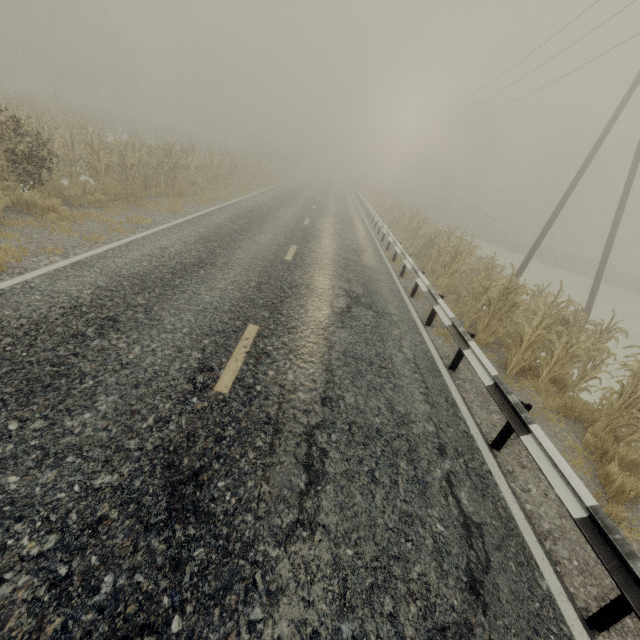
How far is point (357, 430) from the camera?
3.9m

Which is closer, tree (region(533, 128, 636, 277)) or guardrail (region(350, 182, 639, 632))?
guardrail (region(350, 182, 639, 632))

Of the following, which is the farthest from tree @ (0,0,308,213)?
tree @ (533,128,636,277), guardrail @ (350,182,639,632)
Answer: tree @ (533,128,636,277)

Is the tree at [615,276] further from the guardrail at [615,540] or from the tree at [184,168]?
the guardrail at [615,540]

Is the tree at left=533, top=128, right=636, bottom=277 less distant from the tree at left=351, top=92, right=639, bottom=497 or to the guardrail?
the tree at left=351, top=92, right=639, bottom=497

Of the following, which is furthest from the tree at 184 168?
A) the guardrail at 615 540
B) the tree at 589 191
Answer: the tree at 589 191

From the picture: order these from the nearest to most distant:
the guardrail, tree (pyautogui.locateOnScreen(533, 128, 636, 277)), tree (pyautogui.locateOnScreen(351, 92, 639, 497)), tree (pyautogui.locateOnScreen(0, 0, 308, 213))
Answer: the guardrail → tree (pyautogui.locateOnScreen(351, 92, 639, 497)) → tree (pyautogui.locateOnScreen(0, 0, 308, 213)) → tree (pyautogui.locateOnScreen(533, 128, 636, 277))
